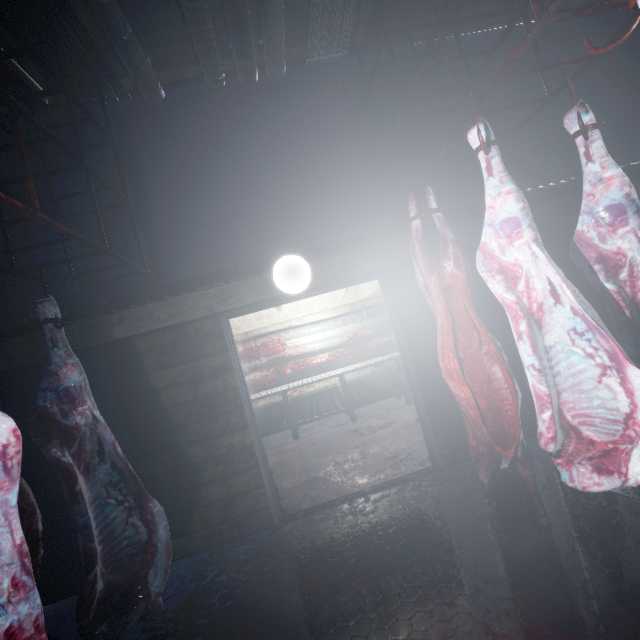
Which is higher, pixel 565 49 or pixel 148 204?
pixel 565 49

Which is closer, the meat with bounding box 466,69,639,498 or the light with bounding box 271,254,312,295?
the meat with bounding box 466,69,639,498

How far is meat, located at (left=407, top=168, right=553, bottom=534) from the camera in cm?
178

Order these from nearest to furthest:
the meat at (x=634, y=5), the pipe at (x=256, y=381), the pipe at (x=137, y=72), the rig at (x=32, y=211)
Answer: the meat at (x=634, y=5), the rig at (x=32, y=211), the pipe at (x=137, y=72), the pipe at (x=256, y=381)

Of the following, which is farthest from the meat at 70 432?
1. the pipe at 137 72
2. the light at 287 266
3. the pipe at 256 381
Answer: the pipe at 256 381

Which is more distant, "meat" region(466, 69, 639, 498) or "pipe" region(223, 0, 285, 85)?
"pipe" region(223, 0, 285, 85)

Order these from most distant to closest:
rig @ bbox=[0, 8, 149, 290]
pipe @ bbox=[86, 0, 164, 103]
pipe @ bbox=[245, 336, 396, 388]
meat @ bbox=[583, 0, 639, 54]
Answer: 1. pipe @ bbox=[245, 336, 396, 388]
2. pipe @ bbox=[86, 0, 164, 103]
3. rig @ bbox=[0, 8, 149, 290]
4. meat @ bbox=[583, 0, 639, 54]

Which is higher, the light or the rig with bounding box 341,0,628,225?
the rig with bounding box 341,0,628,225
